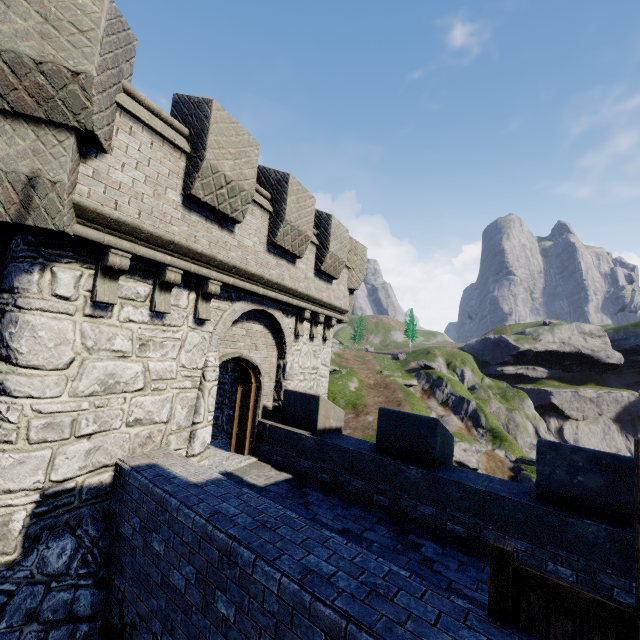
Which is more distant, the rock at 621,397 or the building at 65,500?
the rock at 621,397

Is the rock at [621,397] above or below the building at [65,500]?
below

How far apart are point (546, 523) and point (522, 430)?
58.16m

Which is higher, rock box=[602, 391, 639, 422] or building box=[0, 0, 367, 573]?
building box=[0, 0, 367, 573]

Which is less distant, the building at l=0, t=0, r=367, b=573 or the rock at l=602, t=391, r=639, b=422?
the building at l=0, t=0, r=367, b=573
